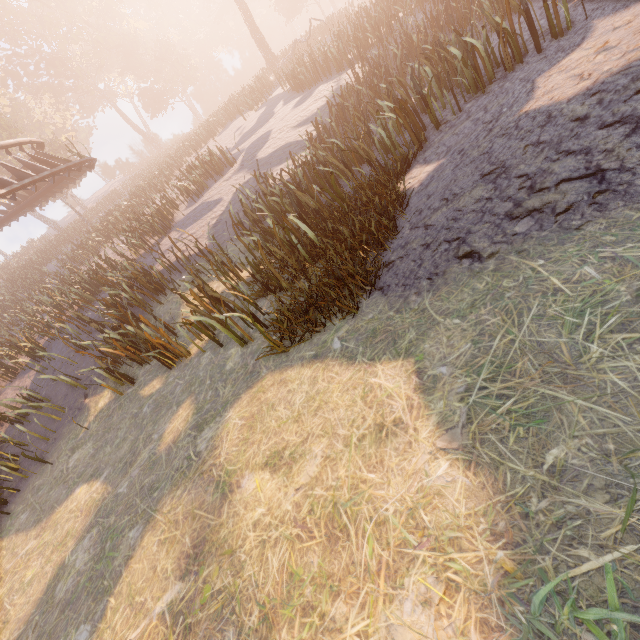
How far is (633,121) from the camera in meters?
3.2
